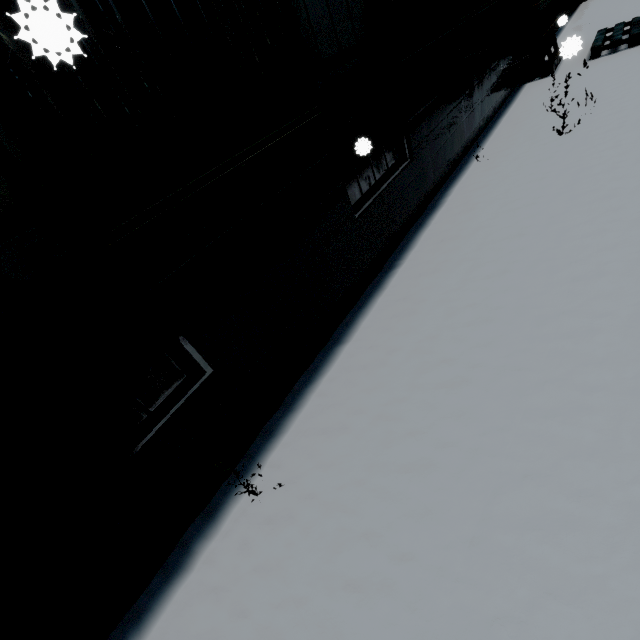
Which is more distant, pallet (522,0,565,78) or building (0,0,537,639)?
pallet (522,0,565,78)

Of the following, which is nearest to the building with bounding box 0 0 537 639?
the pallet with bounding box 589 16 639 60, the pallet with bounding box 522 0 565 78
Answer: the pallet with bounding box 522 0 565 78

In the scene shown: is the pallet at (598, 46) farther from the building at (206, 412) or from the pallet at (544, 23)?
the building at (206, 412)

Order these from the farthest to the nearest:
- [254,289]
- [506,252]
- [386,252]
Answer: [386,252]
[506,252]
[254,289]

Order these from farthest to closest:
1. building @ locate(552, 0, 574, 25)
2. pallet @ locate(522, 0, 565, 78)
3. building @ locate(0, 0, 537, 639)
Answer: pallet @ locate(522, 0, 565, 78) < building @ locate(552, 0, 574, 25) < building @ locate(0, 0, 537, 639)

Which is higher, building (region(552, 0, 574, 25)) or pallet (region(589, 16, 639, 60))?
building (region(552, 0, 574, 25))

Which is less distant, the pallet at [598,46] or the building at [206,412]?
the building at [206,412]
